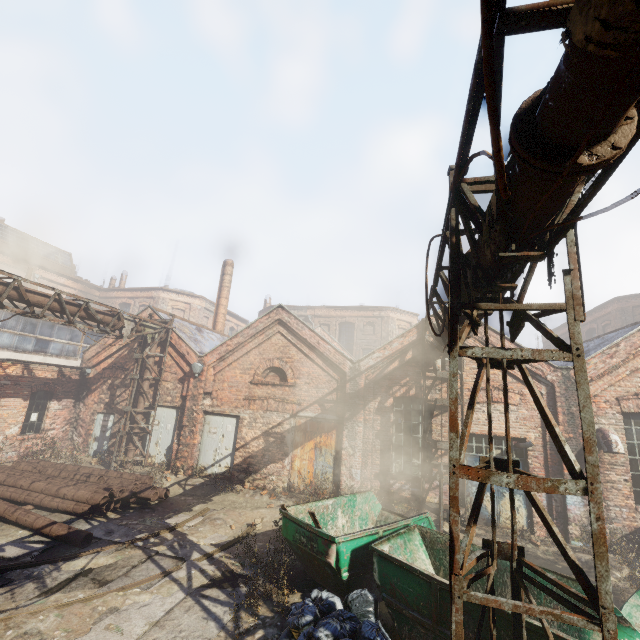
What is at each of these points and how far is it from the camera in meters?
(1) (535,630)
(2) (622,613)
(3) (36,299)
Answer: (1) container, 3.9 m
(2) container, 5.1 m
(3) pipe, 9.9 m

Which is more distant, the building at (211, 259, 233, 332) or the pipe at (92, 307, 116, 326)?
the building at (211, 259, 233, 332)

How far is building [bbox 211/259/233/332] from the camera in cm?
2238

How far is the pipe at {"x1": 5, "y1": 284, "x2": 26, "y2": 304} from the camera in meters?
9.3 m

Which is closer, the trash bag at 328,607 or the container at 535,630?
the container at 535,630

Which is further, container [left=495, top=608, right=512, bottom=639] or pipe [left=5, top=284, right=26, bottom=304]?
pipe [left=5, top=284, right=26, bottom=304]

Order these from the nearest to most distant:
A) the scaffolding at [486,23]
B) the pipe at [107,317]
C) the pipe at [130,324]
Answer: the scaffolding at [486,23] → the pipe at [107,317] → the pipe at [130,324]
